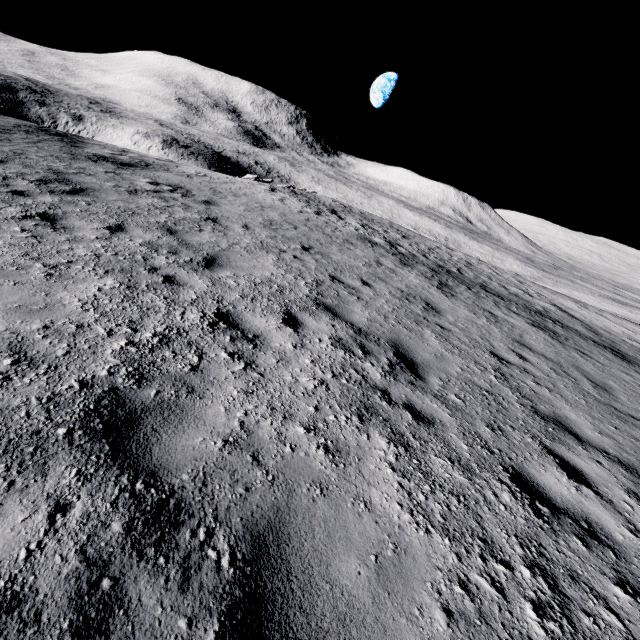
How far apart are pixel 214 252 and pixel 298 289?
2.1 meters
